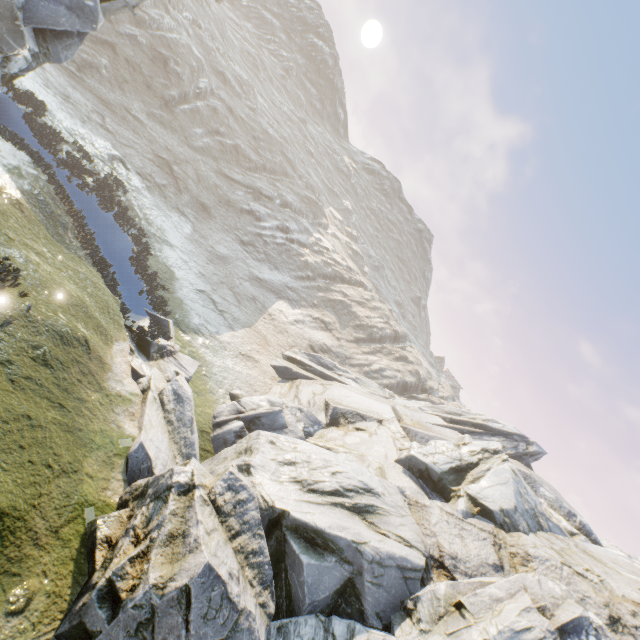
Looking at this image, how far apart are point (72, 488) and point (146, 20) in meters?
40.1 m

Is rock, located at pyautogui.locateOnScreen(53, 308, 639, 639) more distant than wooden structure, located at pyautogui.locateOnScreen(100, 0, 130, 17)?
No

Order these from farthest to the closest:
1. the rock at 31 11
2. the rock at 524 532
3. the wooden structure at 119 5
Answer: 1. the wooden structure at 119 5
2. the rock at 31 11
3. the rock at 524 532

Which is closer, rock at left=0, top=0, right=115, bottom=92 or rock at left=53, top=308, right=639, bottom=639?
rock at left=53, top=308, right=639, bottom=639

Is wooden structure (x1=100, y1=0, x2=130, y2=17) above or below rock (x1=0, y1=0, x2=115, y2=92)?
above

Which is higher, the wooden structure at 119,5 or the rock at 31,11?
the wooden structure at 119,5

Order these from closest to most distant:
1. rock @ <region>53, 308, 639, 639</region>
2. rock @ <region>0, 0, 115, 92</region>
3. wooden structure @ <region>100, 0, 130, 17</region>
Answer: rock @ <region>53, 308, 639, 639</region>
rock @ <region>0, 0, 115, 92</region>
wooden structure @ <region>100, 0, 130, 17</region>
